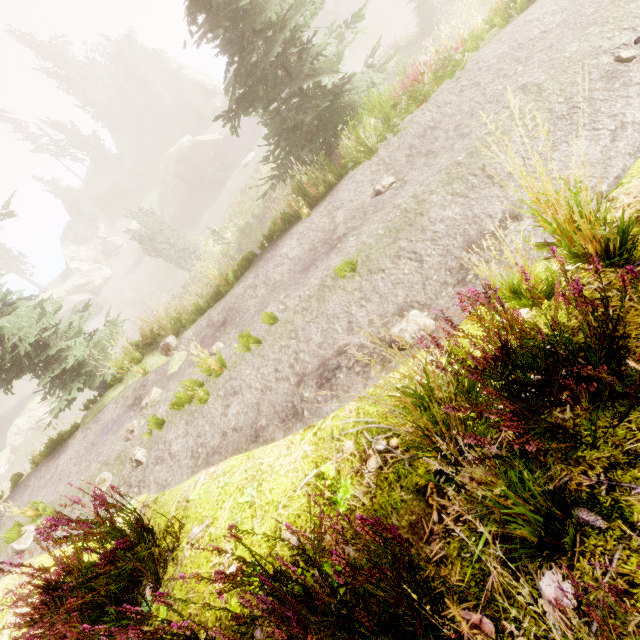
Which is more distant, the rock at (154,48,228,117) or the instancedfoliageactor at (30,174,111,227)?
the rock at (154,48,228,117)

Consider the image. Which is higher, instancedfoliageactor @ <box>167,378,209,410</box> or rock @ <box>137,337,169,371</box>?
instancedfoliageactor @ <box>167,378,209,410</box>

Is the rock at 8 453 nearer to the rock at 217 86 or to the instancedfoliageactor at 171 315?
the instancedfoliageactor at 171 315

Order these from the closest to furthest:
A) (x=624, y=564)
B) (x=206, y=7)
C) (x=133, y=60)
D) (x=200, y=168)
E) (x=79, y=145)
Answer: (x=624, y=564)
(x=206, y=7)
(x=200, y=168)
(x=133, y=60)
(x=79, y=145)

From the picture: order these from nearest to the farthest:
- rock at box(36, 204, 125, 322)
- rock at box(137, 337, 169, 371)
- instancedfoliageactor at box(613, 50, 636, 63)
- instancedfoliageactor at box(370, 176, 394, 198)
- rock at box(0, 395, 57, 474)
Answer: instancedfoliageactor at box(613, 50, 636, 63), instancedfoliageactor at box(370, 176, 394, 198), rock at box(137, 337, 169, 371), rock at box(0, 395, 57, 474), rock at box(36, 204, 125, 322)

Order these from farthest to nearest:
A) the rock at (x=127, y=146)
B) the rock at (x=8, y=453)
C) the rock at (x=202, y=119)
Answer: the rock at (x=202, y=119), the rock at (x=127, y=146), the rock at (x=8, y=453)

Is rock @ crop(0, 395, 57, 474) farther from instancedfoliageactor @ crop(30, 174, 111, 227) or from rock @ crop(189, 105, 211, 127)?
rock @ crop(189, 105, 211, 127)

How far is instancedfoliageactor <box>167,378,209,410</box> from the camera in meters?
6.1
